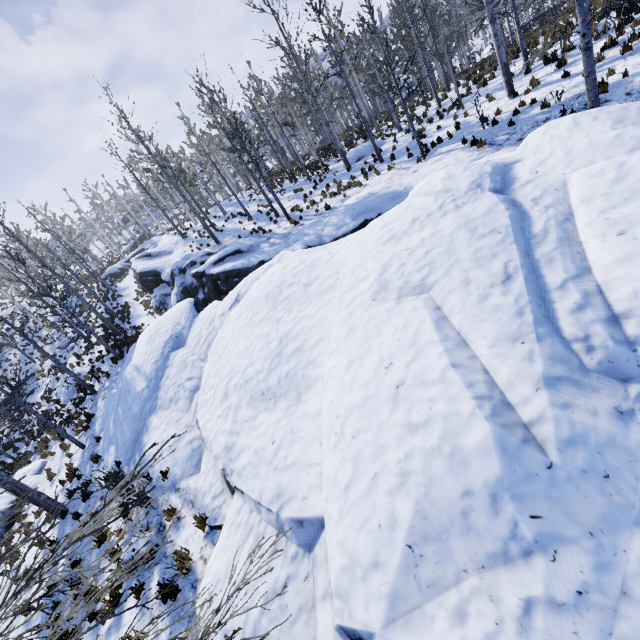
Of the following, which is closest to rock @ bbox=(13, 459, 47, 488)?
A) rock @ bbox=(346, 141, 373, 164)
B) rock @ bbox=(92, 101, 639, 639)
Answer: rock @ bbox=(92, 101, 639, 639)

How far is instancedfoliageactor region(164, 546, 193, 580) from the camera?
6.2 meters

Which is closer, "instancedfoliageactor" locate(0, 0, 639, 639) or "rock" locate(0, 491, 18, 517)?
"instancedfoliageactor" locate(0, 0, 639, 639)

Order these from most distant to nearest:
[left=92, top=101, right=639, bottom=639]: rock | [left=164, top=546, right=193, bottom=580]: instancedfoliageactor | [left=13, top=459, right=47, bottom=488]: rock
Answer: [left=13, top=459, right=47, bottom=488]: rock < [left=164, top=546, right=193, bottom=580]: instancedfoliageactor < [left=92, top=101, right=639, bottom=639]: rock

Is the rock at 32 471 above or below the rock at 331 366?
below

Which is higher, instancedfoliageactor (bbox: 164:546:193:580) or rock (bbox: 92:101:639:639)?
rock (bbox: 92:101:639:639)

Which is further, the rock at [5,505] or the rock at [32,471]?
the rock at [32,471]

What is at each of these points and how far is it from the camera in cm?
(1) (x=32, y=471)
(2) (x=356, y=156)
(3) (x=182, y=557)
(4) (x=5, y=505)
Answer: (1) rock, 1493
(2) rock, 2261
(3) instancedfoliageactor, 655
(4) rock, 1311
